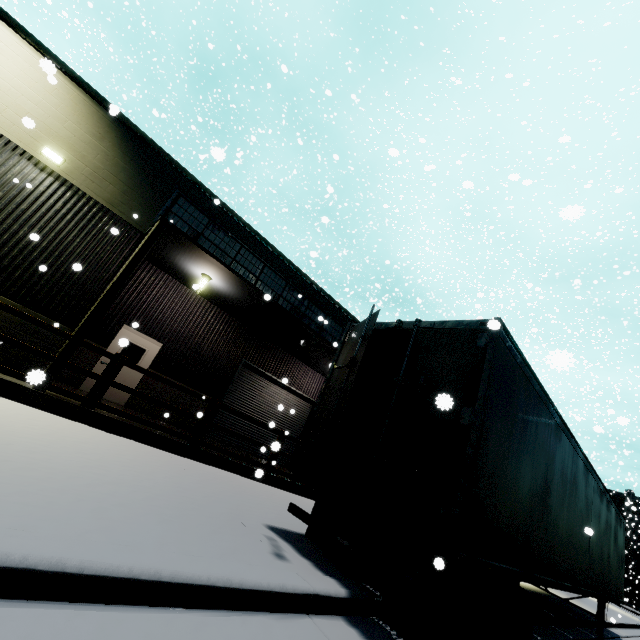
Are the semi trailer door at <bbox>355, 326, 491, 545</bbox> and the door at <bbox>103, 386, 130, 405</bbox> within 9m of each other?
no

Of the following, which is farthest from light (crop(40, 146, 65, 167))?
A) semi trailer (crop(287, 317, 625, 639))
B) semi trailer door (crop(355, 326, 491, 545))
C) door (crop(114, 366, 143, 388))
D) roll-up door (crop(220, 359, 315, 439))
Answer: semi trailer door (crop(355, 326, 491, 545))

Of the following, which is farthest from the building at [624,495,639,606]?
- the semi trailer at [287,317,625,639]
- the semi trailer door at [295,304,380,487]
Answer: the semi trailer door at [295,304,380,487]

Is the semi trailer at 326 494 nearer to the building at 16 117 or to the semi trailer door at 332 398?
the semi trailer door at 332 398

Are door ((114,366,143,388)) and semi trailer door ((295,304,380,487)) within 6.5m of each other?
no

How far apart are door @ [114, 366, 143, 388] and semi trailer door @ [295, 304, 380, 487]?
8.9 meters

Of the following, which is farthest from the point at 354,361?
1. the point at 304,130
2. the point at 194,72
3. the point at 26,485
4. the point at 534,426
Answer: the point at 304,130

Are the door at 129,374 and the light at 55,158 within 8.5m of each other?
yes
